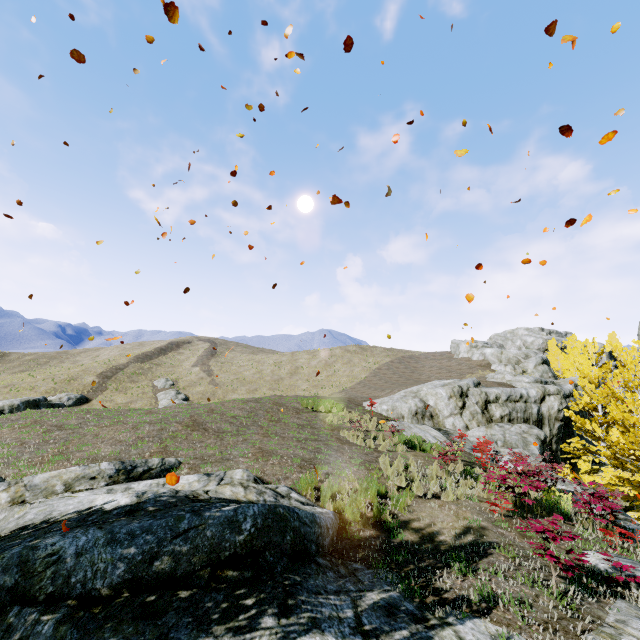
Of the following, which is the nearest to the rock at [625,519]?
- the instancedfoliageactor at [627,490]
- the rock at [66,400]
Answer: the instancedfoliageactor at [627,490]

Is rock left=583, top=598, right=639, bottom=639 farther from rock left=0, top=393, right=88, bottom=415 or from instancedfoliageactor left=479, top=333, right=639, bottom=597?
rock left=0, top=393, right=88, bottom=415

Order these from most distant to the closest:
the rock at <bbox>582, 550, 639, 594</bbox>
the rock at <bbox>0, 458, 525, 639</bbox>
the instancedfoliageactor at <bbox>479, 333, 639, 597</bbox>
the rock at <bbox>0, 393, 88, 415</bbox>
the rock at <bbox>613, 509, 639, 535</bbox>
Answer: the rock at <bbox>0, 393, 88, 415</bbox>
the rock at <bbox>613, 509, 639, 535</bbox>
the instancedfoliageactor at <bbox>479, 333, 639, 597</bbox>
the rock at <bbox>582, 550, 639, 594</bbox>
the rock at <bbox>0, 458, 525, 639</bbox>

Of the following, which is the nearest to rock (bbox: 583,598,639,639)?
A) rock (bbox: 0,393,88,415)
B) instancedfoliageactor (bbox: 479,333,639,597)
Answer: instancedfoliageactor (bbox: 479,333,639,597)

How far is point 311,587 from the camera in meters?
4.2 m

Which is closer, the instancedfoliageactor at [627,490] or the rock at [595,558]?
the rock at [595,558]
